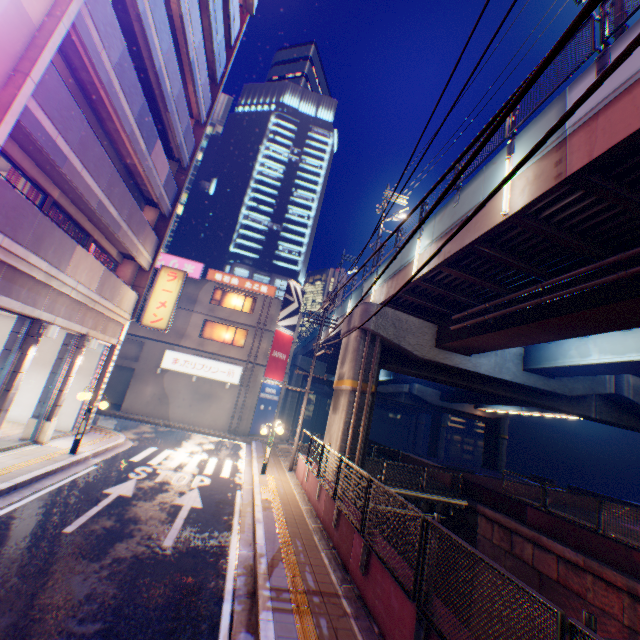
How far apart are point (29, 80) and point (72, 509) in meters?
10.1

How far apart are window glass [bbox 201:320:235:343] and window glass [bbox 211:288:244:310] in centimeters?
147cm

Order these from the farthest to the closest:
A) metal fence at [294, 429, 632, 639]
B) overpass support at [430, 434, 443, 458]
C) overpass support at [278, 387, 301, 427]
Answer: overpass support at [430, 434, 443, 458], overpass support at [278, 387, 301, 427], metal fence at [294, 429, 632, 639]

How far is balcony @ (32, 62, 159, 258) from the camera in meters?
8.0 m

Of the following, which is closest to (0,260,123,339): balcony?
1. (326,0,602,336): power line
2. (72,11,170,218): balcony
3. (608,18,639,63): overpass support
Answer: (72,11,170,218): balcony

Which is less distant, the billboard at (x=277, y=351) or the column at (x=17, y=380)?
the column at (x=17, y=380)

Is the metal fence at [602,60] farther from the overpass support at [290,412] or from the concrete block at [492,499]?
the concrete block at [492,499]

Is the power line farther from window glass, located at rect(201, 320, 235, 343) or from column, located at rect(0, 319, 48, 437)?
window glass, located at rect(201, 320, 235, 343)
